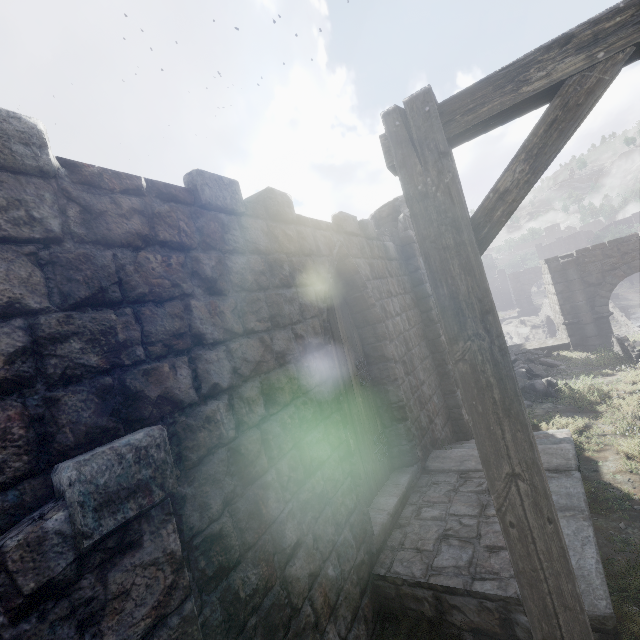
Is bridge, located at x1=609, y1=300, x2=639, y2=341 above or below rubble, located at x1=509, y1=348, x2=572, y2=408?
below

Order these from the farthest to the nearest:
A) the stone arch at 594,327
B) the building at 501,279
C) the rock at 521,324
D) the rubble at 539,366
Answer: the building at 501,279 < the rock at 521,324 < the stone arch at 594,327 < the rubble at 539,366

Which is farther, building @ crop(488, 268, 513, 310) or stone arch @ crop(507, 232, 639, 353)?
building @ crop(488, 268, 513, 310)

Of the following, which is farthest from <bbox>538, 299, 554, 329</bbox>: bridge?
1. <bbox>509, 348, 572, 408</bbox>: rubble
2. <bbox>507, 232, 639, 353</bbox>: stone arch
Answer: <bbox>509, 348, 572, 408</bbox>: rubble

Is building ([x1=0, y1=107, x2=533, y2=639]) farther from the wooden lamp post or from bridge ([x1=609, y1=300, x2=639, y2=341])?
bridge ([x1=609, y1=300, x2=639, y2=341])

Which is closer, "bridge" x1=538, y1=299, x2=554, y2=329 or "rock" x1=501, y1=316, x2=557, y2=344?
"bridge" x1=538, y1=299, x2=554, y2=329

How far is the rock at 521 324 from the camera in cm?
3669

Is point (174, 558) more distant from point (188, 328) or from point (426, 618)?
point (426, 618)
